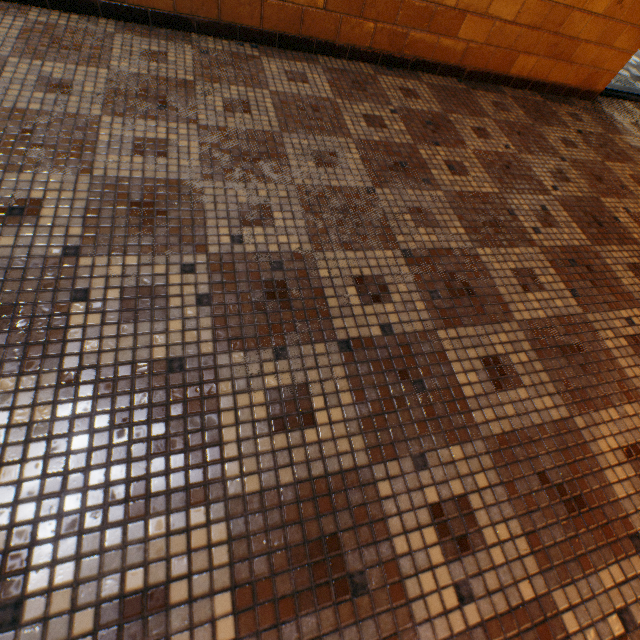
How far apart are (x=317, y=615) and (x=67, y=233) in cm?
134
